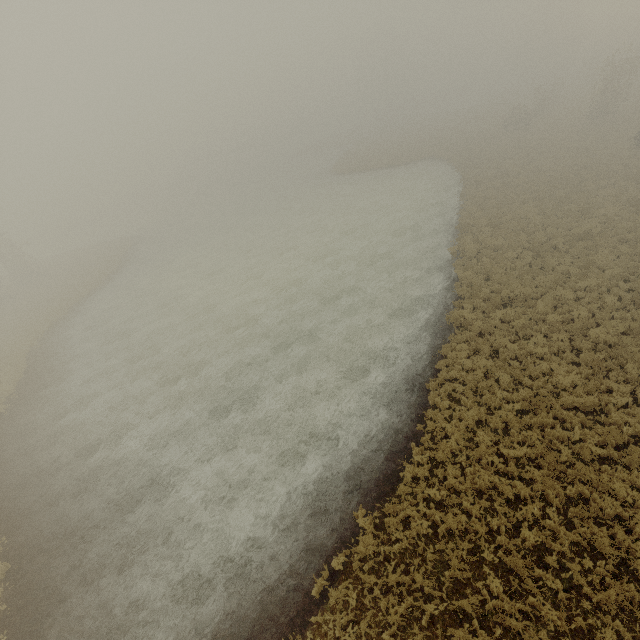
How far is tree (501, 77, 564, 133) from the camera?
41.25m

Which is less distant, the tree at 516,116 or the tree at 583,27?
the tree at 516,116

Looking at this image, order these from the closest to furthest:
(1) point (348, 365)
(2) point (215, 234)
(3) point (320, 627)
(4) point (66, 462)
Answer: (3) point (320, 627), (4) point (66, 462), (1) point (348, 365), (2) point (215, 234)

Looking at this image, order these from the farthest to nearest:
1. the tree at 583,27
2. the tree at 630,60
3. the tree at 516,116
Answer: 1. the tree at 583,27
2. the tree at 516,116
3. the tree at 630,60

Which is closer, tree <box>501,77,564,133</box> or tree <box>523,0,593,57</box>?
tree <box>501,77,564,133</box>

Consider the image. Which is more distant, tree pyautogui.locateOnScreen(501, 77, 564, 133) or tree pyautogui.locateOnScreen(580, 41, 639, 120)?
tree pyautogui.locateOnScreen(501, 77, 564, 133)

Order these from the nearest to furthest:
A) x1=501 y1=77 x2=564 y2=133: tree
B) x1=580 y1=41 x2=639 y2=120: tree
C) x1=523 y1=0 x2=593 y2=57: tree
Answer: x1=580 y1=41 x2=639 y2=120: tree, x1=501 y1=77 x2=564 y2=133: tree, x1=523 y1=0 x2=593 y2=57: tree
